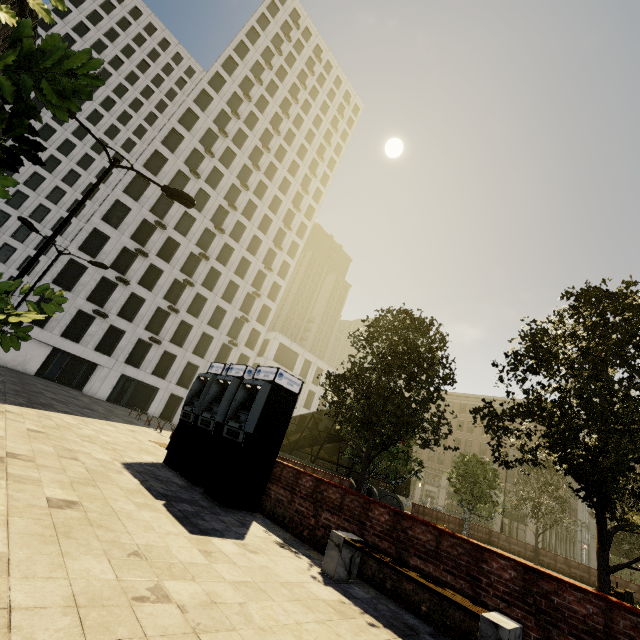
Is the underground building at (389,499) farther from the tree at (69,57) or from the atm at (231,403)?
the atm at (231,403)

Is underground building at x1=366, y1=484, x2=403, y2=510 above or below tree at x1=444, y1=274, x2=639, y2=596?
below

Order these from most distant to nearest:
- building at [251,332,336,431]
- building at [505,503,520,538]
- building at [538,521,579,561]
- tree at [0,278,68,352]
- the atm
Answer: building at [251,332,336,431], building at [538,521,579,561], building at [505,503,520,538], the atm, tree at [0,278,68,352]

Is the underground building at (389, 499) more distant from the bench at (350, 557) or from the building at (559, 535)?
the building at (559, 535)

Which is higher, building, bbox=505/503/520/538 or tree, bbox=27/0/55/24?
tree, bbox=27/0/55/24

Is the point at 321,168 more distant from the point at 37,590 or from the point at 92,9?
the point at 37,590

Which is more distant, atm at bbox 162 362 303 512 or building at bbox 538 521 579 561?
building at bbox 538 521 579 561

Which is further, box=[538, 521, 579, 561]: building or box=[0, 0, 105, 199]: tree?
box=[538, 521, 579, 561]: building
